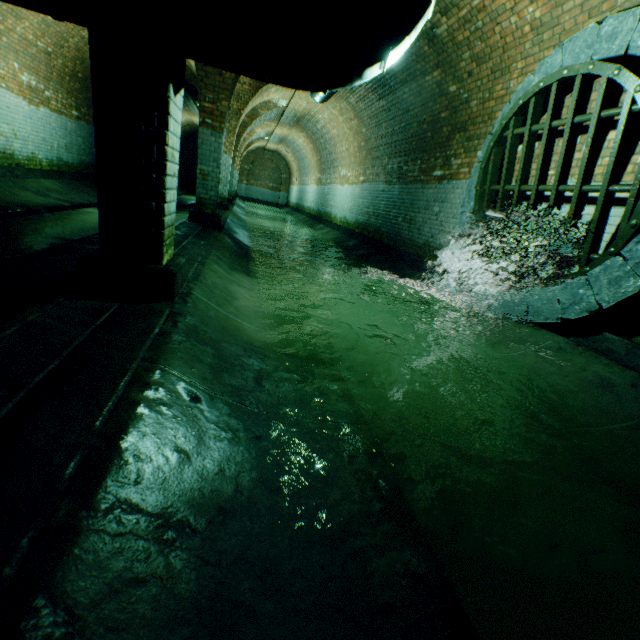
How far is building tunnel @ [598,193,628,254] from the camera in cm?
356

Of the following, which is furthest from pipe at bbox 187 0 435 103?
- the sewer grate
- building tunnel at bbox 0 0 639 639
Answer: the sewer grate

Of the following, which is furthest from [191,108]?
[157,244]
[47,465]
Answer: [47,465]

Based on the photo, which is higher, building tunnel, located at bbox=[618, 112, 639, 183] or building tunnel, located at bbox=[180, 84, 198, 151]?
building tunnel, located at bbox=[180, 84, 198, 151]

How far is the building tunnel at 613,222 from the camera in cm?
356

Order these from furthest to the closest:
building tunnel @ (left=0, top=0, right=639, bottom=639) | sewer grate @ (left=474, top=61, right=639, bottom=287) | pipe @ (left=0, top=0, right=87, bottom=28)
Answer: sewer grate @ (left=474, top=61, right=639, bottom=287)
pipe @ (left=0, top=0, right=87, bottom=28)
building tunnel @ (left=0, top=0, right=639, bottom=639)
